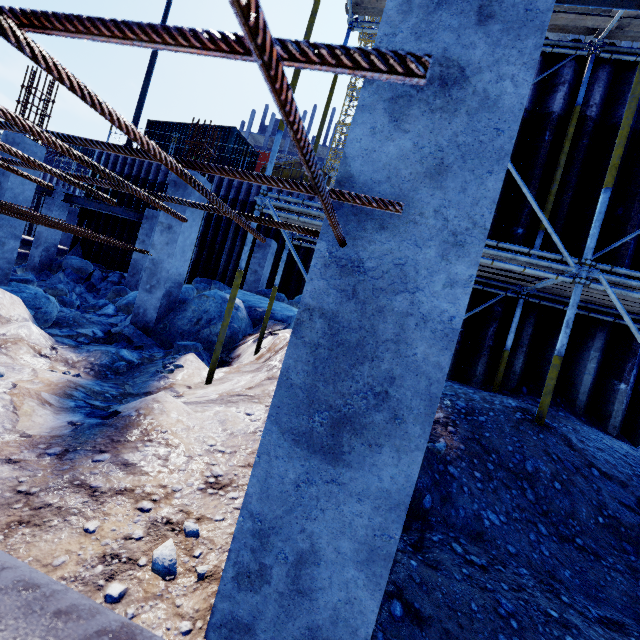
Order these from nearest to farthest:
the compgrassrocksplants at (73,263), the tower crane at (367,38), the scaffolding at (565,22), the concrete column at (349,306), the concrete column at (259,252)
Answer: the concrete column at (349,306) → the scaffolding at (565,22) → the concrete column at (259,252) → the compgrassrocksplants at (73,263) → the tower crane at (367,38)

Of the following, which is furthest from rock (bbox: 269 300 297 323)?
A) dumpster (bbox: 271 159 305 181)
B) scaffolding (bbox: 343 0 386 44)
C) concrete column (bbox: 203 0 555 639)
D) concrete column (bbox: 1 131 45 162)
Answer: dumpster (bbox: 271 159 305 181)

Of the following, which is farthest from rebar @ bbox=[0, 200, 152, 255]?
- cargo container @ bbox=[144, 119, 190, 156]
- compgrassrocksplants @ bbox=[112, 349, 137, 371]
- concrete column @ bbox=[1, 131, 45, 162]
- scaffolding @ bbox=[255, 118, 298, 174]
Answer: cargo container @ bbox=[144, 119, 190, 156]

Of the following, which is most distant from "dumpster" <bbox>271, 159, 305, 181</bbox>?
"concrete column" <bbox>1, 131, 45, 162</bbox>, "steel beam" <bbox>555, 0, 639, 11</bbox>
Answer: "steel beam" <bbox>555, 0, 639, 11</bbox>

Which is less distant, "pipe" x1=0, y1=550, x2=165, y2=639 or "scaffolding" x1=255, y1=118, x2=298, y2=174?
"pipe" x1=0, y1=550, x2=165, y2=639

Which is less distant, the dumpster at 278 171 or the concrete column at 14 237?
the concrete column at 14 237

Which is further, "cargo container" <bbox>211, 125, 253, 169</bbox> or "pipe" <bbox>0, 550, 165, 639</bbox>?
"cargo container" <bbox>211, 125, 253, 169</bbox>

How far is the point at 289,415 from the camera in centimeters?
126cm
